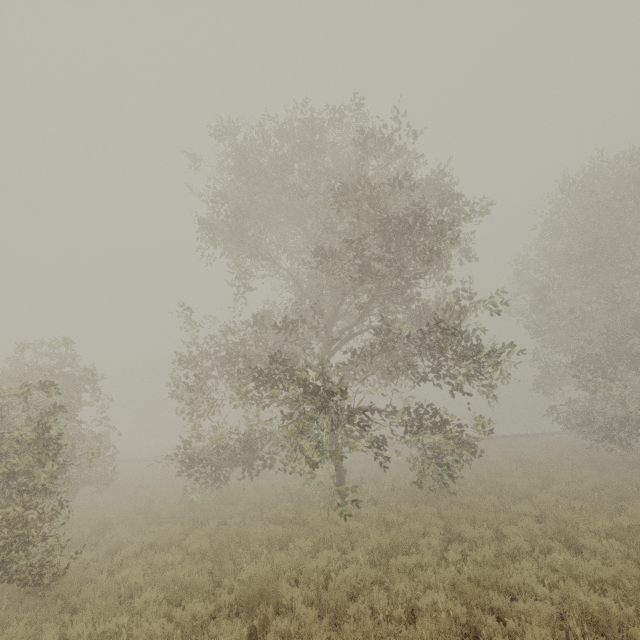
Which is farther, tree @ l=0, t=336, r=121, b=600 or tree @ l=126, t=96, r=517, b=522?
tree @ l=126, t=96, r=517, b=522

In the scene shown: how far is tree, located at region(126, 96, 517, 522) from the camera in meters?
9.0 m

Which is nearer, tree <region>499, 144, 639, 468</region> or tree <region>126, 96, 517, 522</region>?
tree <region>126, 96, 517, 522</region>

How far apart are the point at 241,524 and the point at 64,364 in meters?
11.4 m

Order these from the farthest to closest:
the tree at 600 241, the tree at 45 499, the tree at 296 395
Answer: the tree at 600 241 < the tree at 296 395 < the tree at 45 499

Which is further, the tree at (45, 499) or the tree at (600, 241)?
the tree at (600, 241)

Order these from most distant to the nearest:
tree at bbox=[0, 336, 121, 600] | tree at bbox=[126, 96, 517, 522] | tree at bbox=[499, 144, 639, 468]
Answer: tree at bbox=[499, 144, 639, 468]
tree at bbox=[126, 96, 517, 522]
tree at bbox=[0, 336, 121, 600]
